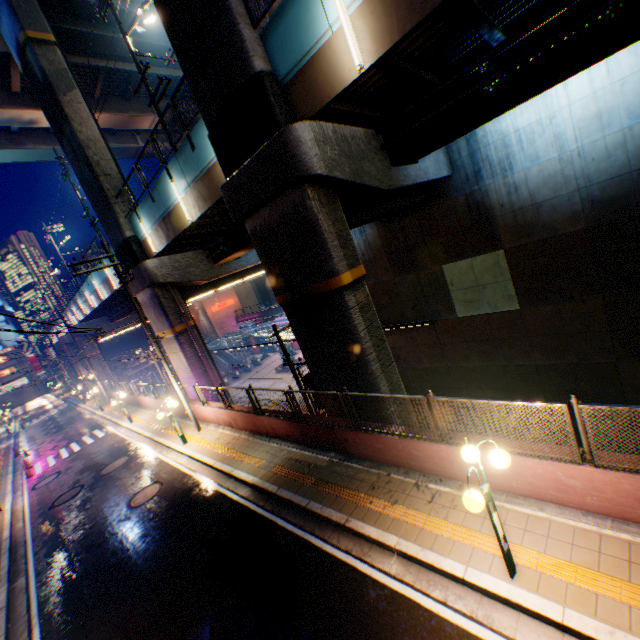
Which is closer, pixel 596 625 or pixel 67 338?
pixel 596 625

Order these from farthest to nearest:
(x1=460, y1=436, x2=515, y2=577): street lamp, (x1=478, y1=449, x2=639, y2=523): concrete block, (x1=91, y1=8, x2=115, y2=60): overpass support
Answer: (x1=91, y1=8, x2=115, y2=60): overpass support
(x1=478, y1=449, x2=639, y2=523): concrete block
(x1=460, y1=436, x2=515, y2=577): street lamp

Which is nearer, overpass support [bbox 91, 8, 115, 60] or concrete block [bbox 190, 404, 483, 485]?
concrete block [bbox 190, 404, 483, 485]

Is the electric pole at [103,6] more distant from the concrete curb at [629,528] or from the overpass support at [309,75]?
the concrete curb at [629,528]

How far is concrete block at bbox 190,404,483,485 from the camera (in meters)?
7.21

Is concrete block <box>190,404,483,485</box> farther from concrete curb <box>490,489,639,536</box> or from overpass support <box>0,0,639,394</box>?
overpass support <box>0,0,639,394</box>

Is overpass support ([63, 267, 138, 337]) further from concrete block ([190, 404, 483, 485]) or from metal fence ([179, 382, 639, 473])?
concrete block ([190, 404, 483, 485])

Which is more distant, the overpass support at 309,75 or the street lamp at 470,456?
the overpass support at 309,75
